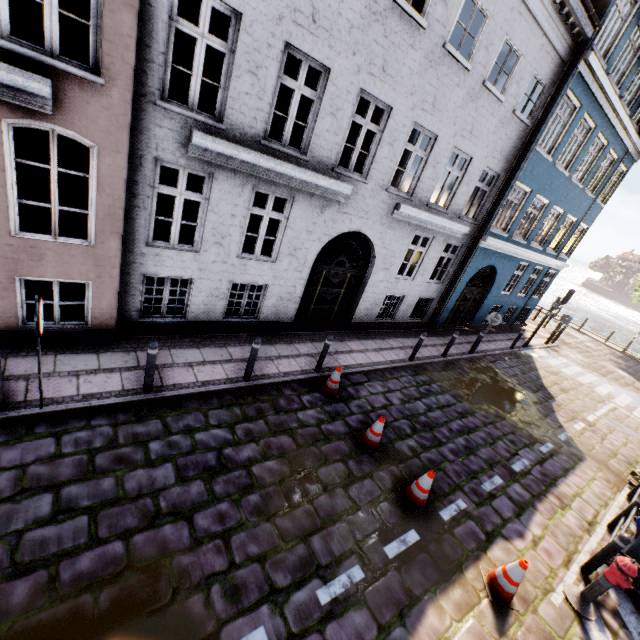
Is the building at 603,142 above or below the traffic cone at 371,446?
above

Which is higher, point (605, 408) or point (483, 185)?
point (483, 185)

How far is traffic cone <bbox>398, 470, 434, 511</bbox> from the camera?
5.8m

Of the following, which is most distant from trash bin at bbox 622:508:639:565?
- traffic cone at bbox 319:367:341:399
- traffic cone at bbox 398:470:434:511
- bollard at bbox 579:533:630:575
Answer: traffic cone at bbox 319:367:341:399

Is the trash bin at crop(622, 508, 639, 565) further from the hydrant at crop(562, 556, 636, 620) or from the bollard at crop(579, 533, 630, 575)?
the hydrant at crop(562, 556, 636, 620)

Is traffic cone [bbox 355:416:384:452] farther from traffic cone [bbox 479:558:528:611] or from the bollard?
the bollard

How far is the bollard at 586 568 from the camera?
5.4 meters

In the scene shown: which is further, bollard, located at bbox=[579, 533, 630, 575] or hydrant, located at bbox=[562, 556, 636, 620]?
bollard, located at bbox=[579, 533, 630, 575]
